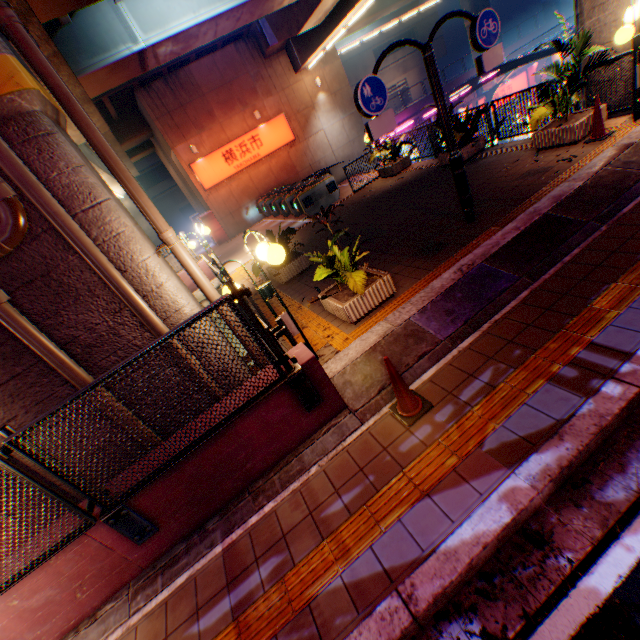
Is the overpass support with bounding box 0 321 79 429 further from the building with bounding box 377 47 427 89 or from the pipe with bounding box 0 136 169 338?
the building with bounding box 377 47 427 89

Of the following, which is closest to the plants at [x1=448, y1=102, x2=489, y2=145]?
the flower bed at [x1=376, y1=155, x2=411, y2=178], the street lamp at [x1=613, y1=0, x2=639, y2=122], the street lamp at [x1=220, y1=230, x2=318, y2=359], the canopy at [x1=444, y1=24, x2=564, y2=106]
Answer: the flower bed at [x1=376, y1=155, x2=411, y2=178]

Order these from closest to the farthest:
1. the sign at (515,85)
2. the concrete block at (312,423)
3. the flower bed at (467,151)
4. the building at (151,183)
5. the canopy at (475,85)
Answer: the concrete block at (312,423) → the flower bed at (467,151) → the canopy at (475,85) → the sign at (515,85) → the building at (151,183)

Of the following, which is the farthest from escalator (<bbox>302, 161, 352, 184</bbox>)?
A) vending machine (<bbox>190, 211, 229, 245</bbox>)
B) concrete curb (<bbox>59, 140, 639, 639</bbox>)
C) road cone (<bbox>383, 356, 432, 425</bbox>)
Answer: road cone (<bbox>383, 356, 432, 425</bbox>)

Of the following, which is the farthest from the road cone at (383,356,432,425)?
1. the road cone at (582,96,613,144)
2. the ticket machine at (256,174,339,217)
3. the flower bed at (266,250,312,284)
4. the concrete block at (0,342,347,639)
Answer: the ticket machine at (256,174,339,217)

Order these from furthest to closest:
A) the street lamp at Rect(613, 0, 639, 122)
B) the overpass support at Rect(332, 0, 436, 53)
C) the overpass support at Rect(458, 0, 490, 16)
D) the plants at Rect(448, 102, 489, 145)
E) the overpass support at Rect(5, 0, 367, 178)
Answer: the overpass support at Rect(458, 0, 490, 16) → the overpass support at Rect(332, 0, 436, 53) → the plants at Rect(448, 102, 489, 145) → the overpass support at Rect(5, 0, 367, 178) → the street lamp at Rect(613, 0, 639, 122)

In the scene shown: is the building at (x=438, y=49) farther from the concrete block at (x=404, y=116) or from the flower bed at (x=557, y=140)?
the flower bed at (x=557, y=140)

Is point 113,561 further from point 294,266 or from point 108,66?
point 108,66
